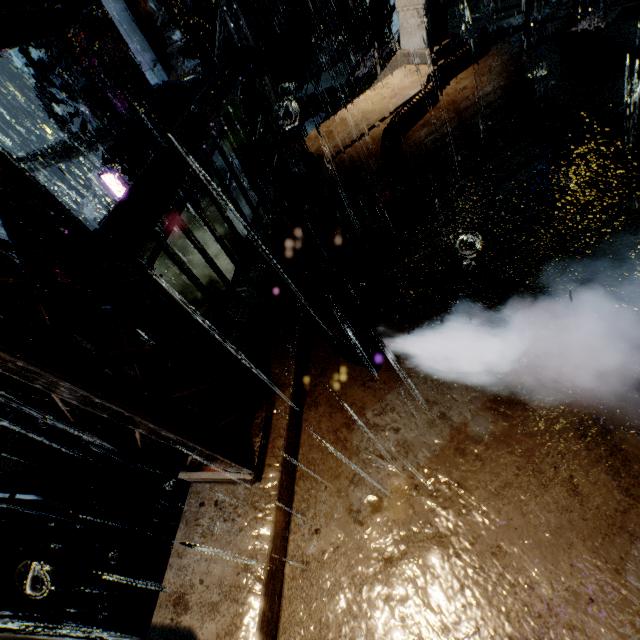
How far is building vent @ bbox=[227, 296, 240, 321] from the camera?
10.9m

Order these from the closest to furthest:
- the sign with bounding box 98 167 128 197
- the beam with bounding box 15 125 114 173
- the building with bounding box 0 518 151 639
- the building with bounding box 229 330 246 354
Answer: the building with bounding box 229 330 246 354, the building with bounding box 0 518 151 639, the beam with bounding box 15 125 114 173, the sign with bounding box 98 167 128 197

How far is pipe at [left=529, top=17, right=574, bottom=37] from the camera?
13.4 meters

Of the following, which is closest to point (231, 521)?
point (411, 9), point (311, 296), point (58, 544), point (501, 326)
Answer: point (311, 296)

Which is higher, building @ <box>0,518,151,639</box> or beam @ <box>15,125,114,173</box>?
beam @ <box>15,125,114,173</box>

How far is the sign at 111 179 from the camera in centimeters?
2349cm

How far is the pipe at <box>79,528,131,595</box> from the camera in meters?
13.4

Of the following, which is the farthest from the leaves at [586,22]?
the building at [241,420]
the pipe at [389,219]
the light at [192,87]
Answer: the light at [192,87]
